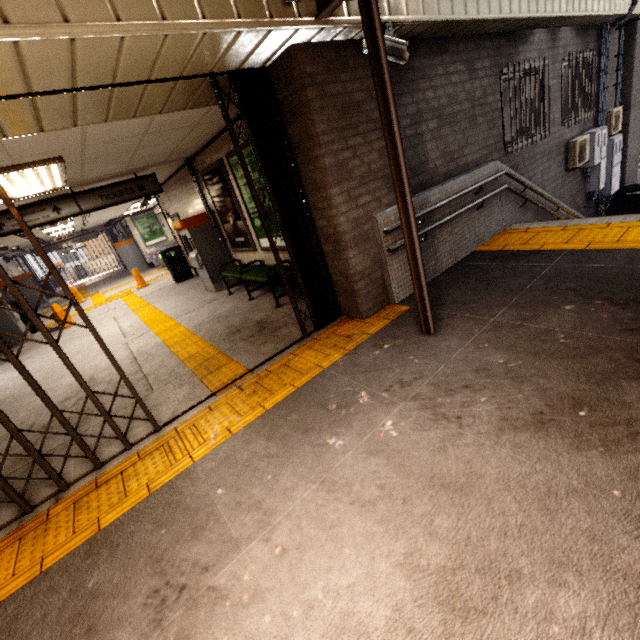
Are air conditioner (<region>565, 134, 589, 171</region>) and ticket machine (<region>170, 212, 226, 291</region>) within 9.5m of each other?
yes

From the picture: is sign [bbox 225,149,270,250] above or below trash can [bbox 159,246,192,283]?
above

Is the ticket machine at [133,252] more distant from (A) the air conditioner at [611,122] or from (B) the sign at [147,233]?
(A) the air conditioner at [611,122]

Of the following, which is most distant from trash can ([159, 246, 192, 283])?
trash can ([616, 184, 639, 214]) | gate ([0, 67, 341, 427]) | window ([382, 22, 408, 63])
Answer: trash can ([616, 184, 639, 214])

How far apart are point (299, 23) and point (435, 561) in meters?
4.0

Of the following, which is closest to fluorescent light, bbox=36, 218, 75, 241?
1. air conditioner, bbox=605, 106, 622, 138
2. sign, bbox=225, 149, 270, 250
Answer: sign, bbox=225, 149, 270, 250

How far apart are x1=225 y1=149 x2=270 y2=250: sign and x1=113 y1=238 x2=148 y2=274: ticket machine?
14.8 meters

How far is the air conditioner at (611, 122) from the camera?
8.18m
